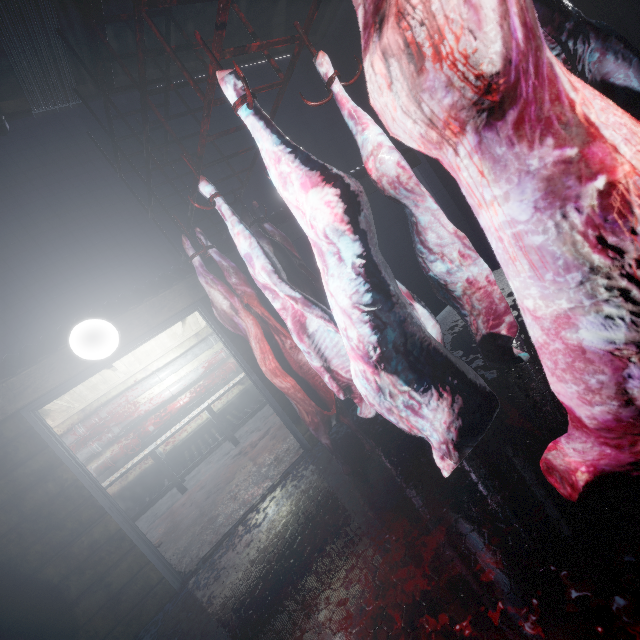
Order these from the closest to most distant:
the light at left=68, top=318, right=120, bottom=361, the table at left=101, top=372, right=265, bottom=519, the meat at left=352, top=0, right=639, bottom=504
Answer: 1. the meat at left=352, top=0, right=639, bottom=504
2. the light at left=68, top=318, right=120, bottom=361
3. the table at left=101, top=372, right=265, bottom=519

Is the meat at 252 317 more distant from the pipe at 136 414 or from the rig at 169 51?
the pipe at 136 414

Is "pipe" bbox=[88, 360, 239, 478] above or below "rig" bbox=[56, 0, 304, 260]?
below

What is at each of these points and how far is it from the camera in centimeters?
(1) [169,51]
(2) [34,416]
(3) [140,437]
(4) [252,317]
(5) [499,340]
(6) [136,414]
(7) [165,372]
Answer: (1) rig, 147cm
(2) door, 255cm
(3) pipe, 532cm
(4) meat, 222cm
(5) meat, 145cm
(6) pipe, 536cm
(7) pipe, 568cm

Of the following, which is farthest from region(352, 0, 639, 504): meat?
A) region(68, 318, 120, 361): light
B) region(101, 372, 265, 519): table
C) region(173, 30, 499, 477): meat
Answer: region(101, 372, 265, 519): table

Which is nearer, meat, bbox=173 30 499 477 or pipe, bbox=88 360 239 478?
meat, bbox=173 30 499 477

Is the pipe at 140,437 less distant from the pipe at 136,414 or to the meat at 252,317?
the pipe at 136,414

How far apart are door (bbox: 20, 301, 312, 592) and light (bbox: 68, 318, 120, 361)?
0.42m
